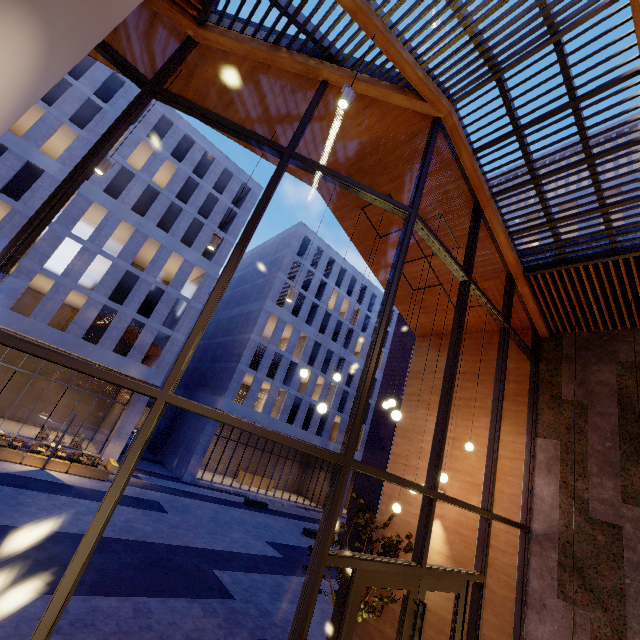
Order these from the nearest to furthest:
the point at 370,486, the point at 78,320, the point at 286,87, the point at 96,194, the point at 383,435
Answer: the point at 286,87 → the point at 370,486 → the point at 383,435 → the point at 78,320 → the point at 96,194

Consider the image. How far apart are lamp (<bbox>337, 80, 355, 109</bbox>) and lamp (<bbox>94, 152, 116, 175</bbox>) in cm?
372

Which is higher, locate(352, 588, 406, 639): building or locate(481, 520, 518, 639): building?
locate(481, 520, 518, 639): building

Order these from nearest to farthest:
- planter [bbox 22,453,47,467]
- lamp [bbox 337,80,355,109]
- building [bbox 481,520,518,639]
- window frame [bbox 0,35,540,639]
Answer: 1. window frame [bbox 0,35,540,639]
2. lamp [bbox 337,80,355,109]
3. building [bbox 481,520,518,639]
4. planter [bbox 22,453,47,467]

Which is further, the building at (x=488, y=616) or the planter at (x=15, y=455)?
the planter at (x=15, y=455)

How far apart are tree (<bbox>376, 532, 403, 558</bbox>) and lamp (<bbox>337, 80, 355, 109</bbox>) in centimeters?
832cm

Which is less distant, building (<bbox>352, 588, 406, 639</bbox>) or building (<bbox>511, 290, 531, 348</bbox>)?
building (<bbox>352, 588, 406, 639</bbox>)

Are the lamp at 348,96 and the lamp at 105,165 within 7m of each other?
yes
